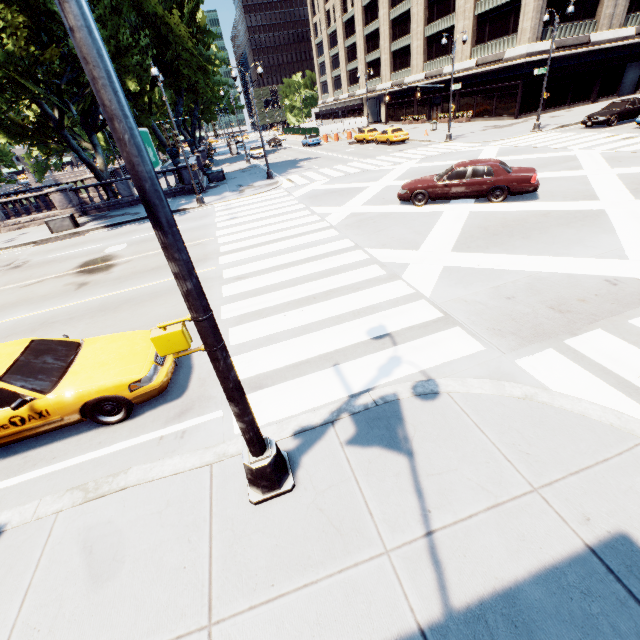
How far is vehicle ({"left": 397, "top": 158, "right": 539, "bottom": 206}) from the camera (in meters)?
12.09

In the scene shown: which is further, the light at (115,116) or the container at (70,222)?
the container at (70,222)

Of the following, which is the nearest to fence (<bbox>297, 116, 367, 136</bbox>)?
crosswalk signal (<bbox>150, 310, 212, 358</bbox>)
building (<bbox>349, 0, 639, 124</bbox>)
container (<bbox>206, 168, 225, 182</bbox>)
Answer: building (<bbox>349, 0, 639, 124</bbox>)

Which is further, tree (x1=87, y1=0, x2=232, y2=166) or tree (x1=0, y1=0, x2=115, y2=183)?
tree (x1=87, y1=0, x2=232, y2=166)

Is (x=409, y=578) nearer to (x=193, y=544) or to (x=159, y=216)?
(x=193, y=544)

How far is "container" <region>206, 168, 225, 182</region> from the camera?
28.72m

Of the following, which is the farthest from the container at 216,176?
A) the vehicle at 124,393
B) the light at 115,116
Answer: the light at 115,116

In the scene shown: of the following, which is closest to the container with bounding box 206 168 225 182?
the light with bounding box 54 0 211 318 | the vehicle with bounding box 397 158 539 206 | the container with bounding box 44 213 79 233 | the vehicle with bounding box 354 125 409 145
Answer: the container with bounding box 44 213 79 233
